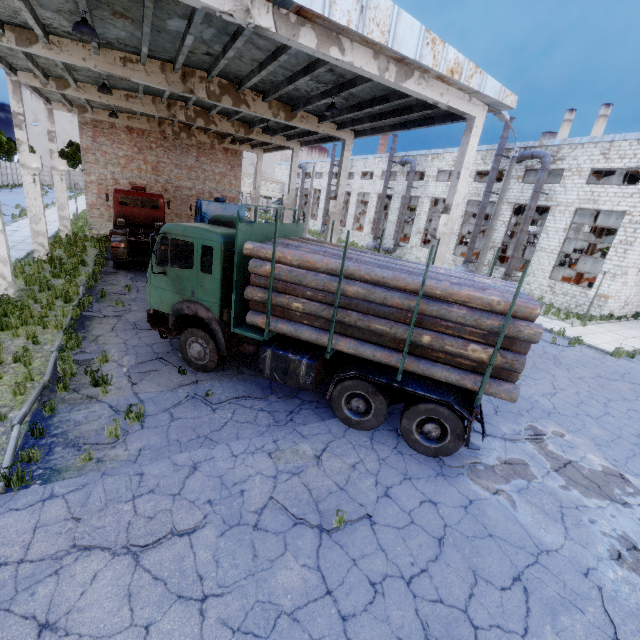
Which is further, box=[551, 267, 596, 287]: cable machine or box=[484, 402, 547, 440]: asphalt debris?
box=[551, 267, 596, 287]: cable machine

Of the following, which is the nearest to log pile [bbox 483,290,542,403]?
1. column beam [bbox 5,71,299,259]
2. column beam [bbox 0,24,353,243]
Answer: column beam [bbox 0,24,353,243]

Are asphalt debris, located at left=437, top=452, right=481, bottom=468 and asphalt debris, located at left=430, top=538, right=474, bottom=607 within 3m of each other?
yes

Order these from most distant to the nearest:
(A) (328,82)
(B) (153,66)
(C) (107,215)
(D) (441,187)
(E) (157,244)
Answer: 1. (D) (441,187)
2. (C) (107,215)
3. (B) (153,66)
4. (A) (328,82)
5. (E) (157,244)

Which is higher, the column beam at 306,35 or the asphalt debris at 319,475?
the column beam at 306,35

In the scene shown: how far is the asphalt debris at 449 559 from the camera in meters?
4.3

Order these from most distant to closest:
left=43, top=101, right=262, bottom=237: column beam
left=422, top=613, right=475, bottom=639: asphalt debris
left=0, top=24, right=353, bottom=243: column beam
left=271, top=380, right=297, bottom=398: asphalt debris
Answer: left=43, top=101, right=262, bottom=237: column beam
left=0, top=24, right=353, bottom=243: column beam
left=271, top=380, right=297, bottom=398: asphalt debris
left=422, top=613, right=475, bottom=639: asphalt debris

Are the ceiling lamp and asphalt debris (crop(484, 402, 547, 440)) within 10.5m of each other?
no
